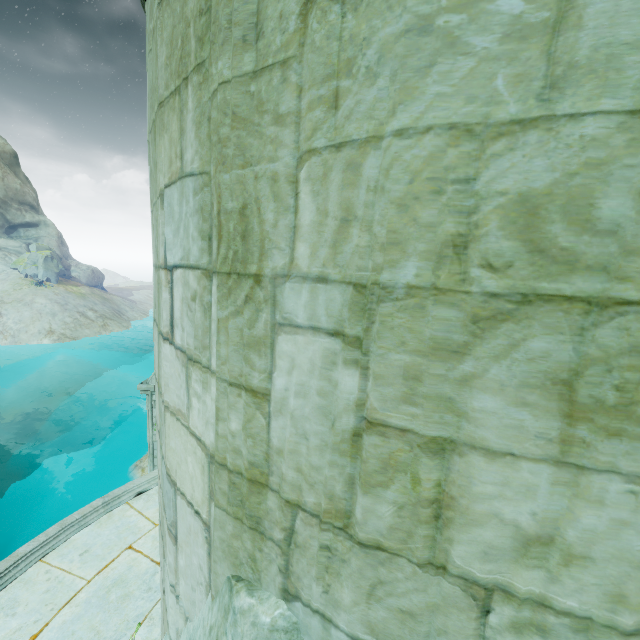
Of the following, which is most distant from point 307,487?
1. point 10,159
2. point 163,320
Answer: point 10,159

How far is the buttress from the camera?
10.5 meters

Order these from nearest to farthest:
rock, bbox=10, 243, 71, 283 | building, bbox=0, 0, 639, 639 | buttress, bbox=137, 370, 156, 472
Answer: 1. building, bbox=0, 0, 639, 639
2. buttress, bbox=137, 370, 156, 472
3. rock, bbox=10, 243, 71, 283

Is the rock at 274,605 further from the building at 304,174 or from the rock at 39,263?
the rock at 39,263

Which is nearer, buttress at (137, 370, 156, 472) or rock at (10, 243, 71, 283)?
buttress at (137, 370, 156, 472)

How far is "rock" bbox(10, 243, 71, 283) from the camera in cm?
4519

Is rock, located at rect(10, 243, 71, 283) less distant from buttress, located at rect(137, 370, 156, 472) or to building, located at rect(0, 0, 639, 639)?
buttress, located at rect(137, 370, 156, 472)

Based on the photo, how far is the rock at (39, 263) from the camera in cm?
4519
